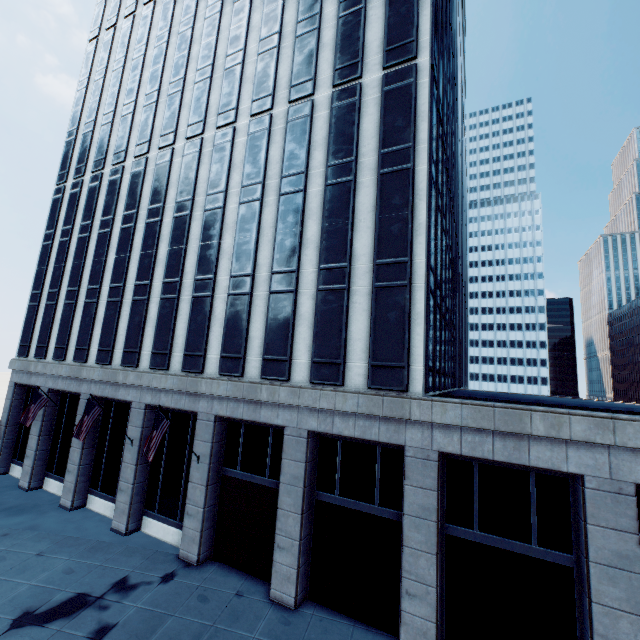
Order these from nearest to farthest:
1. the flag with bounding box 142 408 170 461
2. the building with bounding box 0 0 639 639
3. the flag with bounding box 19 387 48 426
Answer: the building with bounding box 0 0 639 639 → the flag with bounding box 142 408 170 461 → the flag with bounding box 19 387 48 426

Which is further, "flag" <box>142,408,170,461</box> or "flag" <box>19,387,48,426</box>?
"flag" <box>19,387,48,426</box>

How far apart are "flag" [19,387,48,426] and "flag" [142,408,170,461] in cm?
1157

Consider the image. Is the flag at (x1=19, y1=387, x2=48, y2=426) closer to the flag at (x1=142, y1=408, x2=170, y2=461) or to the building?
the building

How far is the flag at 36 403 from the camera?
20.6 meters

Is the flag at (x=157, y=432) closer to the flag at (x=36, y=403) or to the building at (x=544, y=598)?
the building at (x=544, y=598)

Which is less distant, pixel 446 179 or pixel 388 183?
pixel 388 183
